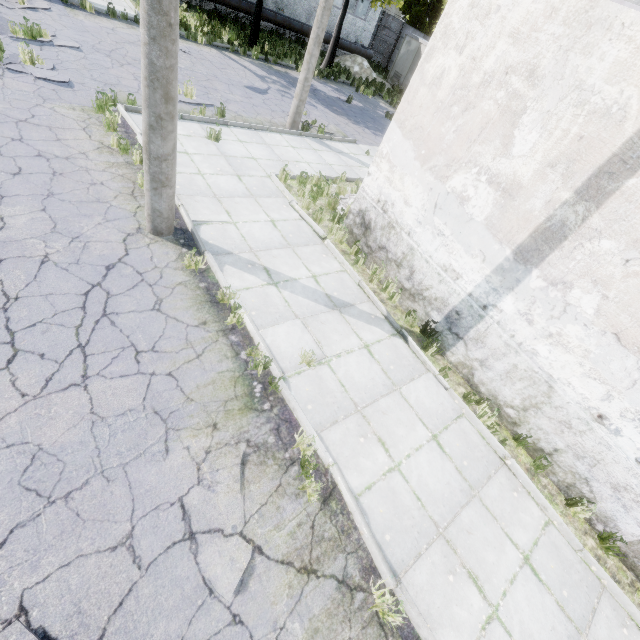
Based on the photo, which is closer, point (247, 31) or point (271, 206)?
point (271, 206)

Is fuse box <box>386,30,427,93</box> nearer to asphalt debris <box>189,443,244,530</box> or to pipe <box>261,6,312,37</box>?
pipe <box>261,6,312,37</box>

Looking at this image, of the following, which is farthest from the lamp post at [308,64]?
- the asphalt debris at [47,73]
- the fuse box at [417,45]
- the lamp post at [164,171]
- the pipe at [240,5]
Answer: the fuse box at [417,45]

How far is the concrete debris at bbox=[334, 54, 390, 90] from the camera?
24.2 meters

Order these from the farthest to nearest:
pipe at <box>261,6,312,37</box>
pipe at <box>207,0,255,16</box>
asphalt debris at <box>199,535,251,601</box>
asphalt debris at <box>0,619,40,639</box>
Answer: pipe at <box>261,6,312,37</box> < pipe at <box>207,0,255,16</box> < asphalt debris at <box>199,535,251,601</box> < asphalt debris at <box>0,619,40,639</box>

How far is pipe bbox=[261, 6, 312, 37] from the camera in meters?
21.1 m

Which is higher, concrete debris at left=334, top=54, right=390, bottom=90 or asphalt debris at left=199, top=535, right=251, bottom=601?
concrete debris at left=334, top=54, right=390, bottom=90

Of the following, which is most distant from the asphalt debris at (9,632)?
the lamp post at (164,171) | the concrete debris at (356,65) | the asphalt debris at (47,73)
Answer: the concrete debris at (356,65)
